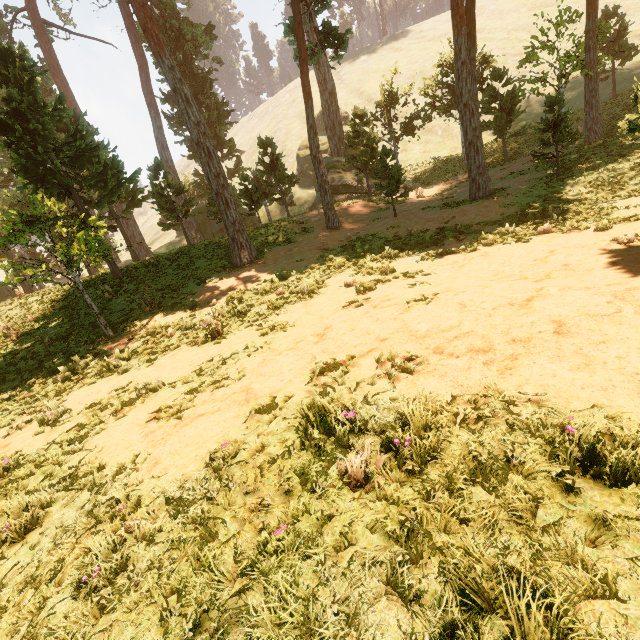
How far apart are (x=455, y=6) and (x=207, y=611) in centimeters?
2210cm
